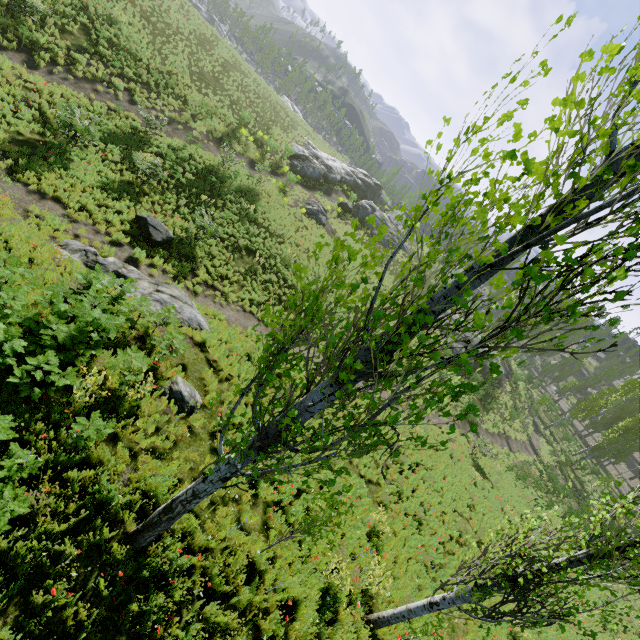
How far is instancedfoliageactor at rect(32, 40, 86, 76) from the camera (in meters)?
16.45

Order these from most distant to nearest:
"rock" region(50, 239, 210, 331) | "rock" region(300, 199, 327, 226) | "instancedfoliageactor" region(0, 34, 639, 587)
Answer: "rock" region(300, 199, 327, 226) < "rock" region(50, 239, 210, 331) < "instancedfoliageactor" region(0, 34, 639, 587)

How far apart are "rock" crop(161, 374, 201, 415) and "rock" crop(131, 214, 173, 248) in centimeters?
780cm

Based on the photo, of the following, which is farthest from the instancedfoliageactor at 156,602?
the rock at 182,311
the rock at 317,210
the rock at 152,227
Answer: the rock at 317,210

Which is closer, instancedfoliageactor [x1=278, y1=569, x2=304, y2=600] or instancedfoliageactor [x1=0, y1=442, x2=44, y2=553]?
instancedfoliageactor [x1=0, y1=442, x2=44, y2=553]

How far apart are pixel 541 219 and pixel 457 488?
17.9m

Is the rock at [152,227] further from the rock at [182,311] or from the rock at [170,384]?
the rock at [170,384]
